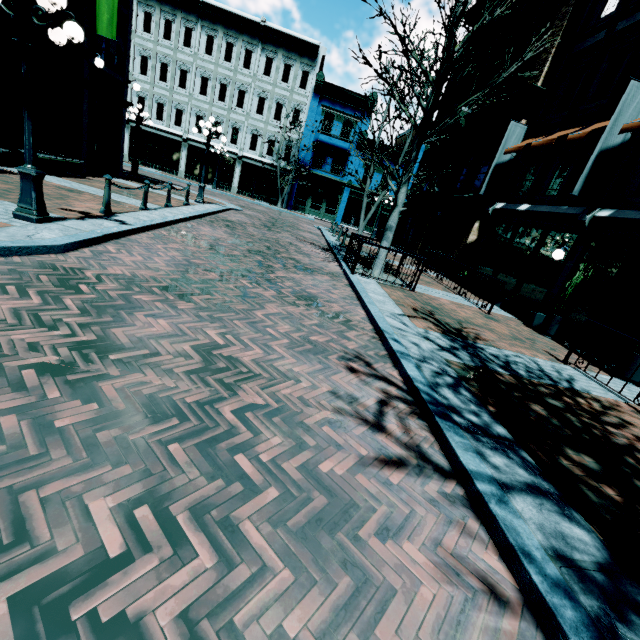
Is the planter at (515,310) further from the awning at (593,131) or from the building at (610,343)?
the awning at (593,131)

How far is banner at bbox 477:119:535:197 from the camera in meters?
13.0

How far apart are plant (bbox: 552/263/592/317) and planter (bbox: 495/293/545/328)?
1.1 meters

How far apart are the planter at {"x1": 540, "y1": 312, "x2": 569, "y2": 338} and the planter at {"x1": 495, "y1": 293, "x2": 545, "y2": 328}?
0.8 meters

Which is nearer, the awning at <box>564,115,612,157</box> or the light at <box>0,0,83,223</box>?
the light at <box>0,0,83,223</box>

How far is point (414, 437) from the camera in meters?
3.2 m

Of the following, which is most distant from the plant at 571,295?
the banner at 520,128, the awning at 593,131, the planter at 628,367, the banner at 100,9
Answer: the banner at 100,9

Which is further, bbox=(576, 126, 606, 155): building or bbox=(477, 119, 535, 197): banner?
bbox=(477, 119, 535, 197): banner
